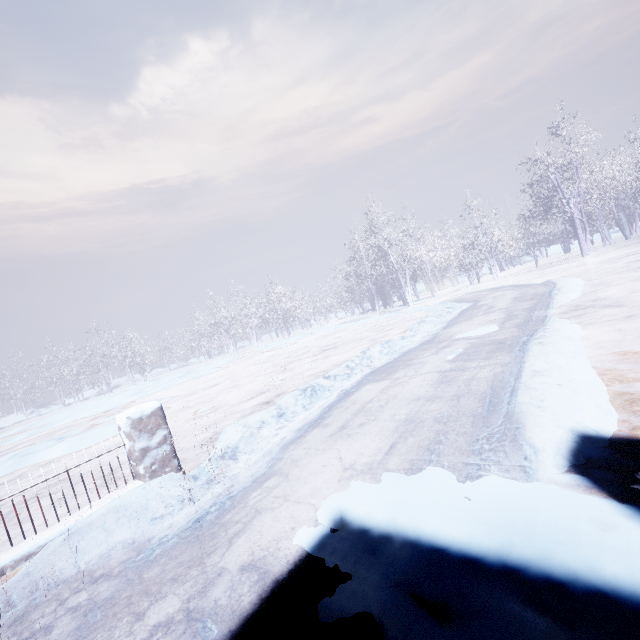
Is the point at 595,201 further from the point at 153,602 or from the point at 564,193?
the point at 153,602
